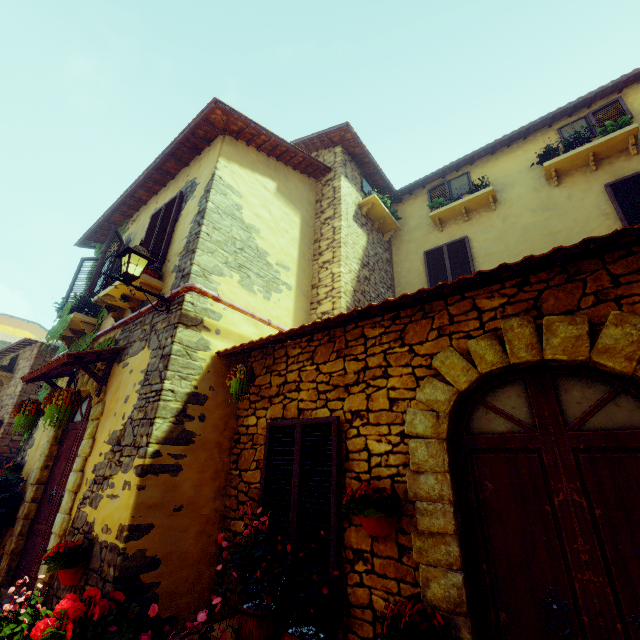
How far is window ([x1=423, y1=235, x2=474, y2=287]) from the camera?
7.6m

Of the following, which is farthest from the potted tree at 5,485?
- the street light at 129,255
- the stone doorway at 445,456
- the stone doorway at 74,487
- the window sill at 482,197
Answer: the window sill at 482,197

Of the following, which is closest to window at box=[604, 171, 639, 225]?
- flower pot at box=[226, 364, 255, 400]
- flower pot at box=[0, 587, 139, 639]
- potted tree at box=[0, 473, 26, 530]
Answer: flower pot at box=[226, 364, 255, 400]

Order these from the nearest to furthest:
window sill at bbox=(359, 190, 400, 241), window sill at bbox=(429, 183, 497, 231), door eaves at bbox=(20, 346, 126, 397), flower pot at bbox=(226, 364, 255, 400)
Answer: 1. flower pot at bbox=(226, 364, 255, 400)
2. door eaves at bbox=(20, 346, 126, 397)
3. window sill at bbox=(429, 183, 497, 231)
4. window sill at bbox=(359, 190, 400, 241)

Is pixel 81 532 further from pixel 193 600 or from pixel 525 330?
pixel 525 330

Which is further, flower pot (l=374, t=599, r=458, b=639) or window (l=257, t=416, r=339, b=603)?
window (l=257, t=416, r=339, b=603)

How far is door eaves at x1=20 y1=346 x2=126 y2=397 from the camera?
4.7m

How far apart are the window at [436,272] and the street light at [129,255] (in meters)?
5.75
